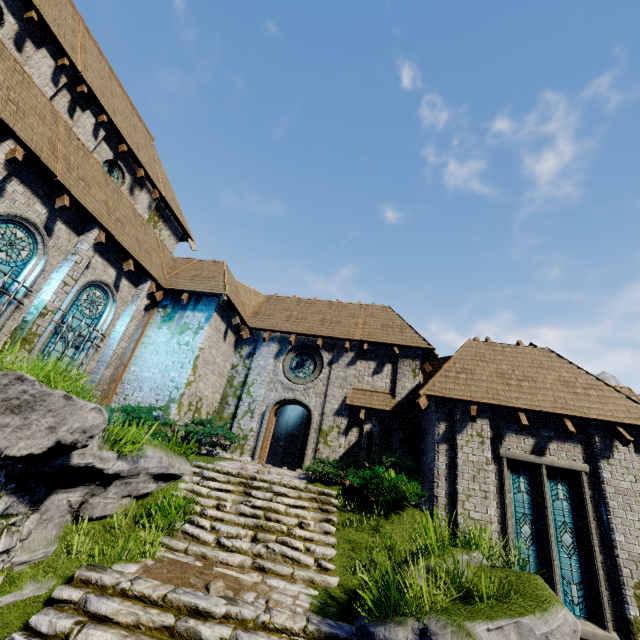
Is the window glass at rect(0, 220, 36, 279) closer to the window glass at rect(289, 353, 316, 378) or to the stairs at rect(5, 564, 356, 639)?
the stairs at rect(5, 564, 356, 639)

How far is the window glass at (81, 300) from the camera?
10.80m

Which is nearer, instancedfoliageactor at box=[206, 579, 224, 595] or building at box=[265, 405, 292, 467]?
instancedfoliageactor at box=[206, 579, 224, 595]

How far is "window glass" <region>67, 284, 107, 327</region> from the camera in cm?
1080

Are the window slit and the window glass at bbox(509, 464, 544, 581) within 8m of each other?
yes

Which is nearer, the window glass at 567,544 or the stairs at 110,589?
the stairs at 110,589

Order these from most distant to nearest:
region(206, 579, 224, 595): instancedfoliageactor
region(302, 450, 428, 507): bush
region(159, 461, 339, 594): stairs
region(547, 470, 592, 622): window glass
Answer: region(302, 450, 428, 507): bush
region(547, 470, 592, 622): window glass
region(159, 461, 339, 594): stairs
region(206, 579, 224, 595): instancedfoliageactor

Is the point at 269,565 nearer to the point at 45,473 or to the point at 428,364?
the point at 45,473
